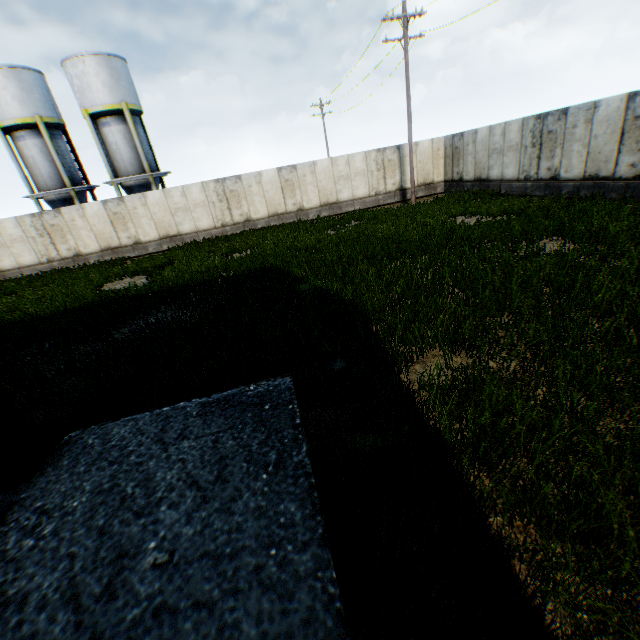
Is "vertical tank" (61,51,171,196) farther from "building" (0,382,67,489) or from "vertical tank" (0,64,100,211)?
"building" (0,382,67,489)

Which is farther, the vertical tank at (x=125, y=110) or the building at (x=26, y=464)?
the vertical tank at (x=125, y=110)

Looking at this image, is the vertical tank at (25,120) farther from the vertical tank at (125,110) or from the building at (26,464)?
the building at (26,464)

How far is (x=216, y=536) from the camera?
2.64m

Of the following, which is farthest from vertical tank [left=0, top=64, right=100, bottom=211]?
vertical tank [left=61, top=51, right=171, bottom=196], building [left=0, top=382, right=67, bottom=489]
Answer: building [left=0, top=382, right=67, bottom=489]

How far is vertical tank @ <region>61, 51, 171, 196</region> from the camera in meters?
21.7

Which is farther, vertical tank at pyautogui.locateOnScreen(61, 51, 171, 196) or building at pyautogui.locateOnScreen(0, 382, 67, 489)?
vertical tank at pyautogui.locateOnScreen(61, 51, 171, 196)
